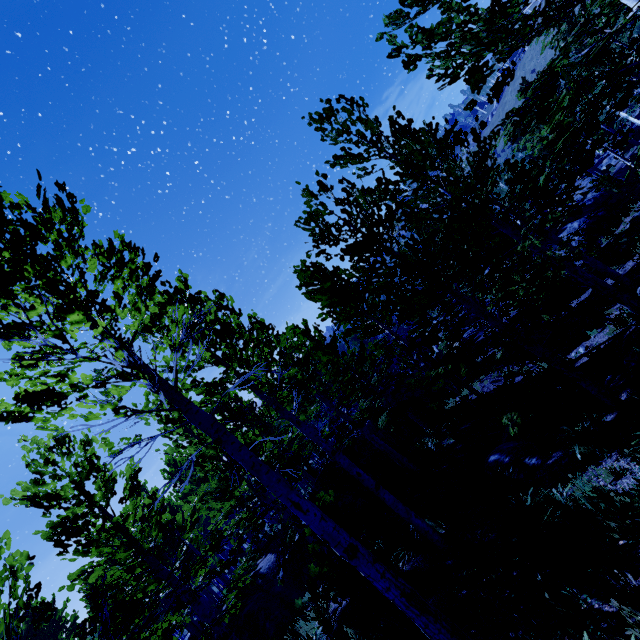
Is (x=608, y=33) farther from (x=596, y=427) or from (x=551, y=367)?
(x=596, y=427)

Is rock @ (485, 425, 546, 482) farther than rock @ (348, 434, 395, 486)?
No

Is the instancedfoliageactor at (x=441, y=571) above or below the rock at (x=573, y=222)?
above

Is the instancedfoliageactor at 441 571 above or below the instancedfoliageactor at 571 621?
below

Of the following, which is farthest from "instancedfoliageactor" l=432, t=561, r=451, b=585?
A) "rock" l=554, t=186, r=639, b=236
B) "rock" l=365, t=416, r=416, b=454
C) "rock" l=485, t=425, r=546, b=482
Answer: "rock" l=485, t=425, r=546, b=482

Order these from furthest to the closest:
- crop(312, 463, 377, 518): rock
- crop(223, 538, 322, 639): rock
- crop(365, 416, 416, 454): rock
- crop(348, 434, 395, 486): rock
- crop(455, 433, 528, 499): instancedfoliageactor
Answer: crop(365, 416, 416, 454): rock → crop(348, 434, 395, 486): rock → crop(312, 463, 377, 518): rock → crop(223, 538, 322, 639): rock → crop(455, 433, 528, 499): instancedfoliageactor

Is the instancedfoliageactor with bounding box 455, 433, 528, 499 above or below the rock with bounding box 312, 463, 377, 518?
below
